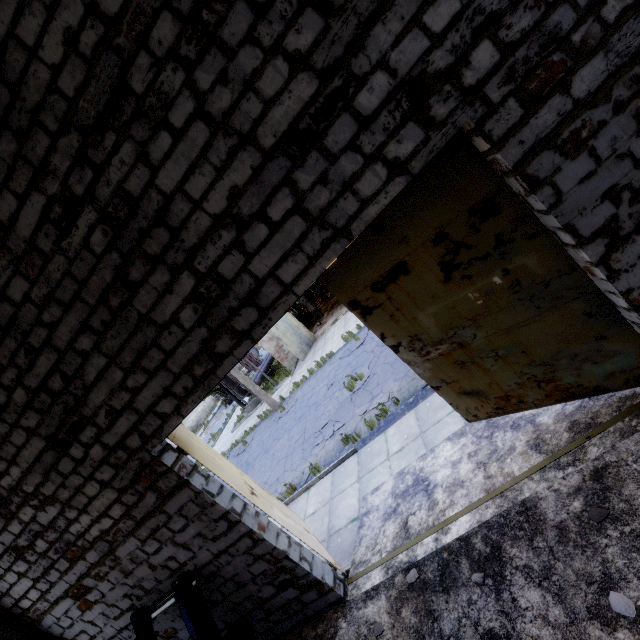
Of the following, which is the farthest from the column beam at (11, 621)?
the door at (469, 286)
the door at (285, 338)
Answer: the door at (285, 338)

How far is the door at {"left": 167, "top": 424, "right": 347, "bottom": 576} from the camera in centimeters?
516cm

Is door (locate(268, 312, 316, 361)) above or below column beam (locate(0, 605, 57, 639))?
below

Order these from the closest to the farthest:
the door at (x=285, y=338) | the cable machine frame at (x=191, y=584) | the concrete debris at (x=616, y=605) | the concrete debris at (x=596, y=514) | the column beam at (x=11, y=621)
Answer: the concrete debris at (x=616, y=605), the concrete debris at (x=596, y=514), the cable machine frame at (x=191, y=584), the column beam at (x=11, y=621), the door at (x=285, y=338)

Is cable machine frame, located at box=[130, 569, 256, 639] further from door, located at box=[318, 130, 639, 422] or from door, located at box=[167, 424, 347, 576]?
door, located at box=[318, 130, 639, 422]

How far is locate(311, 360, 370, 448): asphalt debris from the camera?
10.8m

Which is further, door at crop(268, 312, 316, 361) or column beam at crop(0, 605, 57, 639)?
door at crop(268, 312, 316, 361)

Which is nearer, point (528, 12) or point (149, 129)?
point (528, 12)
